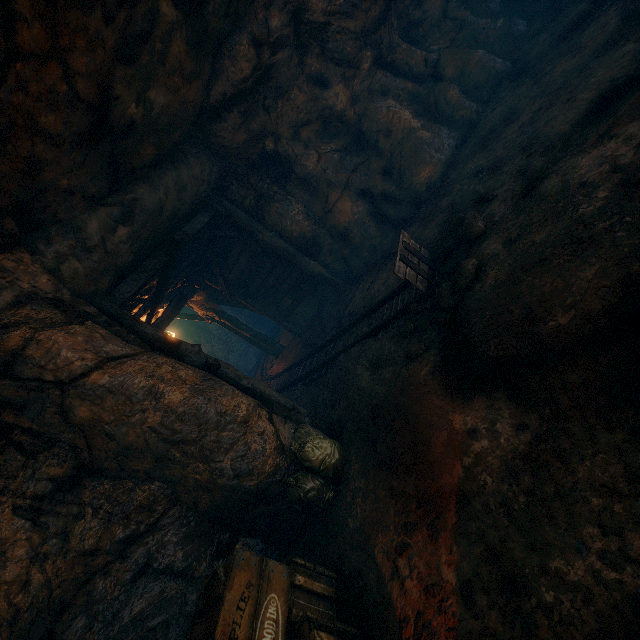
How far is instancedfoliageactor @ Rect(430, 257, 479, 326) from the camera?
4.05m

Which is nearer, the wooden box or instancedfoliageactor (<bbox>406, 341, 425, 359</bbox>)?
the wooden box

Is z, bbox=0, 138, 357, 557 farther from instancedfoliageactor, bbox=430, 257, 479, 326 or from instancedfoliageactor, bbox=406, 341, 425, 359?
instancedfoliageactor, bbox=430, 257, 479, 326

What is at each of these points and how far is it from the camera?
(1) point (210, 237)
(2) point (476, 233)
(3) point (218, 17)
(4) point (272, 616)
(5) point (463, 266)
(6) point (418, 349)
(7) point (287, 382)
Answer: (1) z, 8.5 meters
(2) instancedfoliageactor, 4.4 meters
(3) burlap sack, 5.0 meters
(4) wooden box, 2.6 meters
(5) instancedfoliageactor, 4.1 meters
(6) instancedfoliageactor, 4.3 meters
(7) tracks, 9.3 meters

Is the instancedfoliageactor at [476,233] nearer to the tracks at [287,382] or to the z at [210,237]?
the tracks at [287,382]

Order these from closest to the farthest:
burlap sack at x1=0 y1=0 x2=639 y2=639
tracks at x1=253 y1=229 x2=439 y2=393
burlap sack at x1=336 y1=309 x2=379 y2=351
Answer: burlap sack at x1=0 y1=0 x2=639 y2=639 → tracks at x1=253 y1=229 x2=439 y2=393 → burlap sack at x1=336 y1=309 x2=379 y2=351

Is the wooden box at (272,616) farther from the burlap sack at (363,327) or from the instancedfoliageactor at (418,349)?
the instancedfoliageactor at (418,349)

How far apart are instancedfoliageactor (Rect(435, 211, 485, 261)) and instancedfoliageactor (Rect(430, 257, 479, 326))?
0.3m
